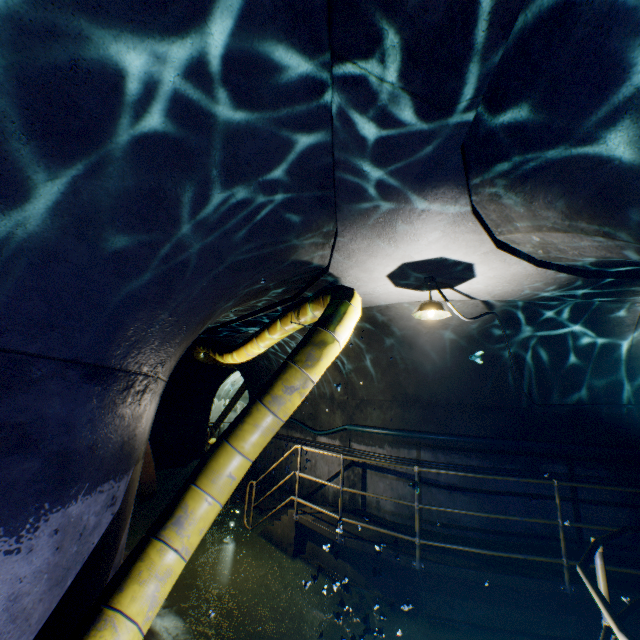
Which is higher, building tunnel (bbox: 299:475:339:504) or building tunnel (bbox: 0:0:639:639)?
building tunnel (bbox: 0:0:639:639)

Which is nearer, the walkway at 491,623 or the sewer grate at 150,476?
the walkway at 491,623

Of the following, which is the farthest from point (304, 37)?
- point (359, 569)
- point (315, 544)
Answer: point (315, 544)

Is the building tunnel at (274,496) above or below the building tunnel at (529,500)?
below

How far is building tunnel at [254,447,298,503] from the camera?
8.7 meters

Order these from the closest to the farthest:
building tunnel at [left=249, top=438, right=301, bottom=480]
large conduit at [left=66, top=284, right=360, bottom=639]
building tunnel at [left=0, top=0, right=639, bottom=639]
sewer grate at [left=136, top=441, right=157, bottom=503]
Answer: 1. building tunnel at [left=0, top=0, right=639, bottom=639]
2. large conduit at [left=66, top=284, right=360, bottom=639]
3. sewer grate at [left=136, top=441, right=157, bottom=503]
4. building tunnel at [left=249, top=438, right=301, bottom=480]

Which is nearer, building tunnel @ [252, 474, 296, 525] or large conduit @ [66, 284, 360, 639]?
large conduit @ [66, 284, 360, 639]

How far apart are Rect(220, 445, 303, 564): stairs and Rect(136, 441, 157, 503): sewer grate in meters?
2.1 m
